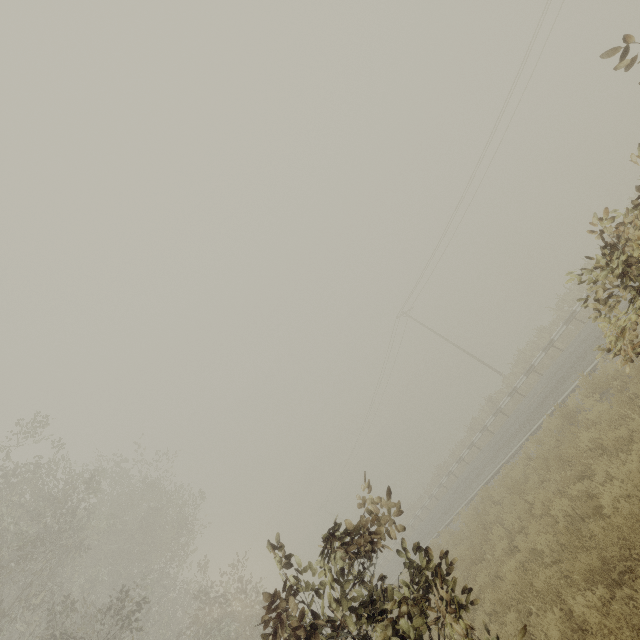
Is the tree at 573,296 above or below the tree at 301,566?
below

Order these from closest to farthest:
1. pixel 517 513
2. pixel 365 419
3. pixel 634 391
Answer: pixel 634 391 < pixel 517 513 < pixel 365 419

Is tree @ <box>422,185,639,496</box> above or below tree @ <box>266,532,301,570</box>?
below

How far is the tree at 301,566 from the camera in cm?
409

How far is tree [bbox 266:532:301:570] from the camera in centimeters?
409cm
